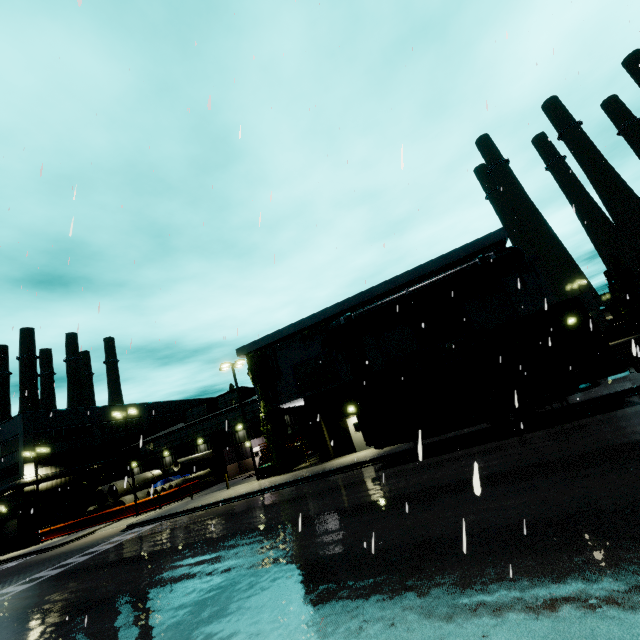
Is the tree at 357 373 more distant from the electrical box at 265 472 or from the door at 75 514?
the door at 75 514

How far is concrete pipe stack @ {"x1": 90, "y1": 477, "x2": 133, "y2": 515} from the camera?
34.2 meters

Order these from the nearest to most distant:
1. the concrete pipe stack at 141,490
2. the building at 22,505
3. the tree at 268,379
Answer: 1. the tree at 268,379
2. the concrete pipe stack at 141,490
3. the building at 22,505

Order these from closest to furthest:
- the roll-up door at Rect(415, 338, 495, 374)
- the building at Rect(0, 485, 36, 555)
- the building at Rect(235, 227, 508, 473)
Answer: the roll-up door at Rect(415, 338, 495, 374), the building at Rect(235, 227, 508, 473), the building at Rect(0, 485, 36, 555)

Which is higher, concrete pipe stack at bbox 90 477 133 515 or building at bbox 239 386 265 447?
building at bbox 239 386 265 447

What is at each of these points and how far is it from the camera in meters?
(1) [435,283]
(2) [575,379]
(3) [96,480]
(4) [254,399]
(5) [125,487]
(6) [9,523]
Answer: (1) pipe, 21.1
(2) cargo container, 12.9
(3) building, 43.8
(4) building, 37.6
(5) concrete pipe stack, 4.8
(6) roll-up door, 37.9

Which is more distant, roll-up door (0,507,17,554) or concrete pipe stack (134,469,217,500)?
roll-up door (0,507,17,554)

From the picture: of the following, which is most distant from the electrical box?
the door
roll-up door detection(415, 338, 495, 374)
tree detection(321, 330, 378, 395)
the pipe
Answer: the door
